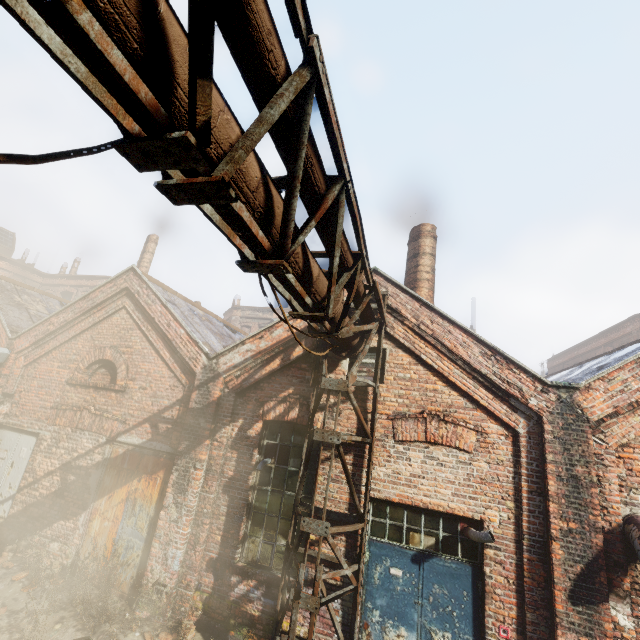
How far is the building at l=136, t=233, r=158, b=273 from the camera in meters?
18.4 m

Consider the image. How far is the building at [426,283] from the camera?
9.2m

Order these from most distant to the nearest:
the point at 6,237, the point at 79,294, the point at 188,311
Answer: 1. the point at 6,237
2. the point at 79,294
3. the point at 188,311

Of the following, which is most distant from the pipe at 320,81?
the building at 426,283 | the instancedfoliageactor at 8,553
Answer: the instancedfoliageactor at 8,553

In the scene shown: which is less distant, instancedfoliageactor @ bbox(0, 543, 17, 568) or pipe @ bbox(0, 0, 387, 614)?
pipe @ bbox(0, 0, 387, 614)

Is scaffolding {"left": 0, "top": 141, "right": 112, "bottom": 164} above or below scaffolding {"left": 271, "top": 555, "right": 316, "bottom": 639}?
above

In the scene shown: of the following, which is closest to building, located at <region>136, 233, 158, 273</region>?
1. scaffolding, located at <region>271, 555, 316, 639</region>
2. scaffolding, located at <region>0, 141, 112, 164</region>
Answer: scaffolding, located at <region>271, 555, 316, 639</region>

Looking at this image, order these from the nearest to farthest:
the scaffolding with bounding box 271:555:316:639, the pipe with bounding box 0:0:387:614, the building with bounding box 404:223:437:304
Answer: the pipe with bounding box 0:0:387:614
the scaffolding with bounding box 271:555:316:639
the building with bounding box 404:223:437:304
